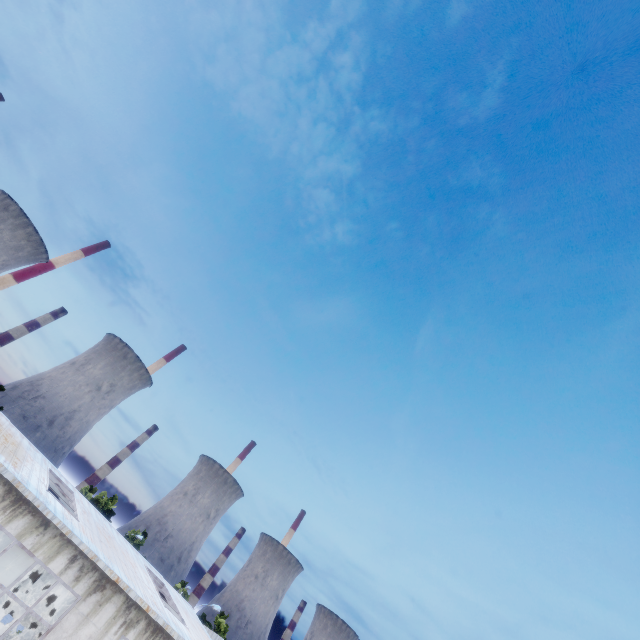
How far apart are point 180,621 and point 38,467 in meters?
10.2 m
